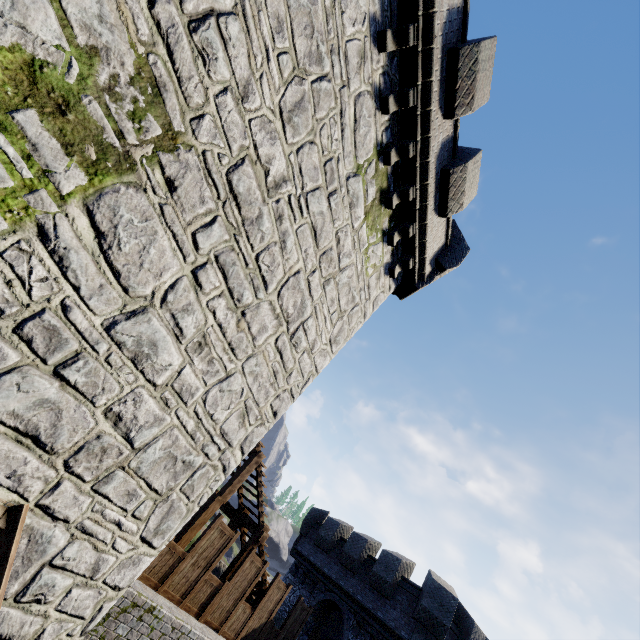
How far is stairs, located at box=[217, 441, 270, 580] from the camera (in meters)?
10.66

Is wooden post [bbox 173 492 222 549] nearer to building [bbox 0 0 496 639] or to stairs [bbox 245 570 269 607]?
stairs [bbox 245 570 269 607]

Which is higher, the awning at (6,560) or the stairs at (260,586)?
the stairs at (260,586)

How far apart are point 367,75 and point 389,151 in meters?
1.5 m

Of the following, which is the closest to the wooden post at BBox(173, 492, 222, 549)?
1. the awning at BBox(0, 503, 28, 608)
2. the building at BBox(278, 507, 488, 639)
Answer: the awning at BBox(0, 503, 28, 608)

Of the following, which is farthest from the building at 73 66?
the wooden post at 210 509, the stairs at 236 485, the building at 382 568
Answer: the building at 382 568

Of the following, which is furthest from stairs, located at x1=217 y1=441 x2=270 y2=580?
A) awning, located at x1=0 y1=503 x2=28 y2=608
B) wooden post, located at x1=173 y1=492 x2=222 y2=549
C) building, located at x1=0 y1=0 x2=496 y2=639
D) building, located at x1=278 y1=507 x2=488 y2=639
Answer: awning, located at x1=0 y1=503 x2=28 y2=608

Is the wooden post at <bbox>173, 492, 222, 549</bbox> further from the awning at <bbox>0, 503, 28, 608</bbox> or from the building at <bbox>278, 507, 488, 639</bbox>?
the building at <bbox>278, 507, 488, 639</bbox>
